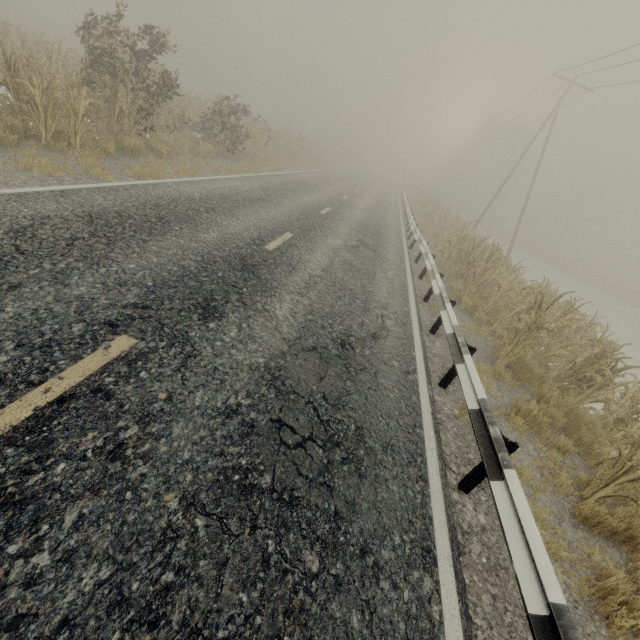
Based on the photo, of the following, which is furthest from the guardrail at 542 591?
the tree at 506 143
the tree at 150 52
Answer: the tree at 150 52

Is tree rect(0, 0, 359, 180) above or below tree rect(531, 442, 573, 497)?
above

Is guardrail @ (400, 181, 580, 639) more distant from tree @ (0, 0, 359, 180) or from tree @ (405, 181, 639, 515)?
tree @ (0, 0, 359, 180)

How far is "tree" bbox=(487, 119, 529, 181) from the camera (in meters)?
57.91

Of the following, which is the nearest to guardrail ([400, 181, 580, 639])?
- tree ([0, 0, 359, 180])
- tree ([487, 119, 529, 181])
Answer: tree ([487, 119, 529, 181])

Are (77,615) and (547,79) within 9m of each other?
no

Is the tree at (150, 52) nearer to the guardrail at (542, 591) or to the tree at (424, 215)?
the tree at (424, 215)
